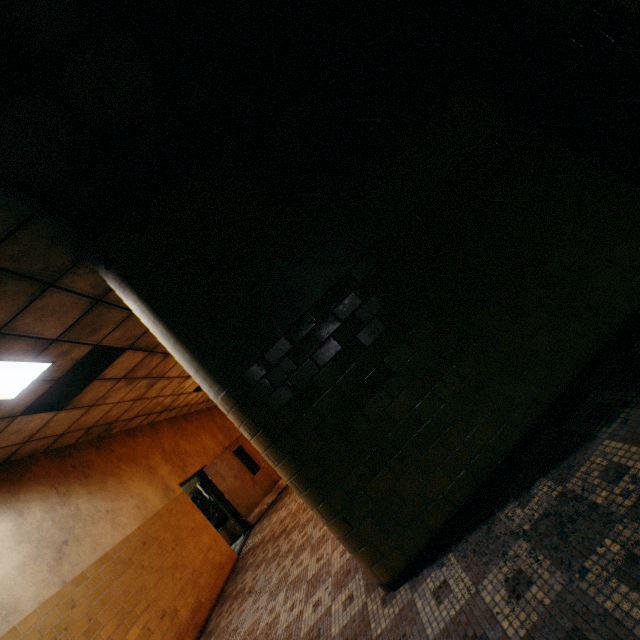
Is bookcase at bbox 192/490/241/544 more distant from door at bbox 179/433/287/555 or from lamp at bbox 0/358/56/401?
lamp at bbox 0/358/56/401

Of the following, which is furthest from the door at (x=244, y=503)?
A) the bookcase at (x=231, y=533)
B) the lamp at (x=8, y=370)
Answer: the lamp at (x=8, y=370)

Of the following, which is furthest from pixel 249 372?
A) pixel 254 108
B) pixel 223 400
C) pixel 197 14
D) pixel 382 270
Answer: pixel 197 14

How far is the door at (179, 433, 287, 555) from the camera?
9.0 meters

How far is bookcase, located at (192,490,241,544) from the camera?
9.5 meters

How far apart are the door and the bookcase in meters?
0.6

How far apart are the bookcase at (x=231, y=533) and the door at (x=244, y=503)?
0.6 meters

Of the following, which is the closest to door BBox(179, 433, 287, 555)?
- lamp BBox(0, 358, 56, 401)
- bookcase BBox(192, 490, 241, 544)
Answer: bookcase BBox(192, 490, 241, 544)
